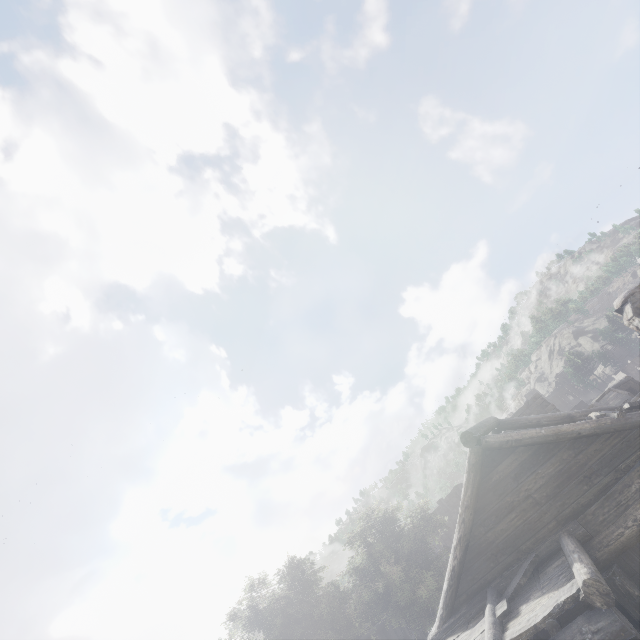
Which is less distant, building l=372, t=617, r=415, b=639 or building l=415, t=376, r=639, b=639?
building l=415, t=376, r=639, b=639

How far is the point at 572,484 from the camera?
7.66m

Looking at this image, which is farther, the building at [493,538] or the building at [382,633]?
the building at [382,633]

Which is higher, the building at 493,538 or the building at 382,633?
the building at 493,538

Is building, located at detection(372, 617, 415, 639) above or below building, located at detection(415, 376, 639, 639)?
below
